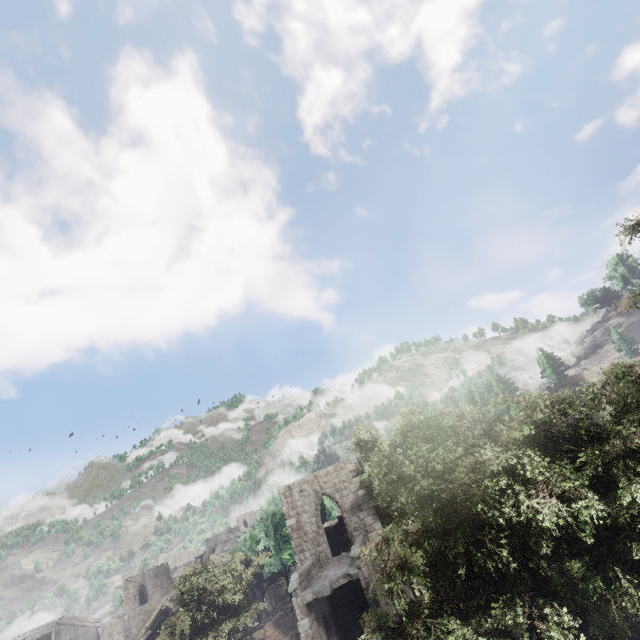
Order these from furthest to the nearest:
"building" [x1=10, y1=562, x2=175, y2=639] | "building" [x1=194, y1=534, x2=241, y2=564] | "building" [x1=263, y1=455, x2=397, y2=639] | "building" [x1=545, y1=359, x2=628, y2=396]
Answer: "building" [x1=10, y1=562, x2=175, y2=639]
"building" [x1=194, y1=534, x2=241, y2=564]
"building" [x1=545, y1=359, x2=628, y2=396]
"building" [x1=263, y1=455, x2=397, y2=639]

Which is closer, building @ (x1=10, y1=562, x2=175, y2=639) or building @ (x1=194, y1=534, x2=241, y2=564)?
building @ (x1=194, y1=534, x2=241, y2=564)

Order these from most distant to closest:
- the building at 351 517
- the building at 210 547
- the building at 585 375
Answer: the building at 210 547
the building at 585 375
the building at 351 517

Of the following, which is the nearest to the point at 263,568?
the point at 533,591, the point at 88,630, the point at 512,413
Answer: the point at 533,591

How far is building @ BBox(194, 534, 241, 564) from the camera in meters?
43.2 m

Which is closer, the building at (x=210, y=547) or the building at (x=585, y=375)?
the building at (x=585, y=375)

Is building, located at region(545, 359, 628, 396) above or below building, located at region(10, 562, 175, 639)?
above
